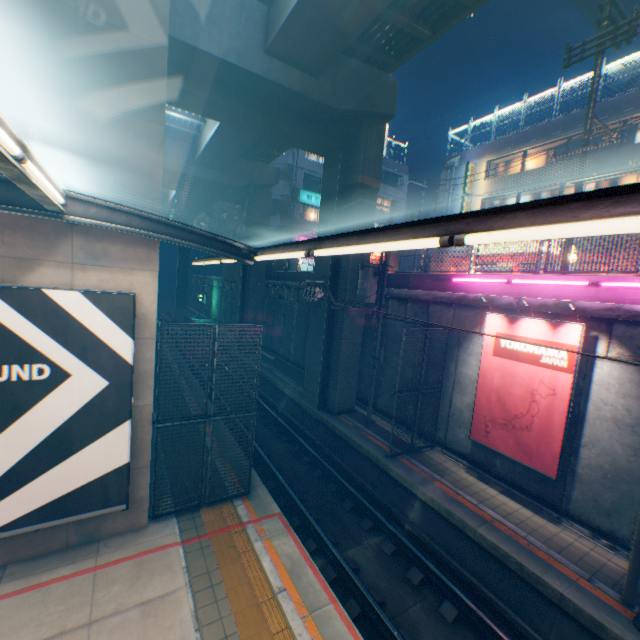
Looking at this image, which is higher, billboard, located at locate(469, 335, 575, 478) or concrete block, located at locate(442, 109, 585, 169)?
concrete block, located at locate(442, 109, 585, 169)

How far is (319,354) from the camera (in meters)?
15.82

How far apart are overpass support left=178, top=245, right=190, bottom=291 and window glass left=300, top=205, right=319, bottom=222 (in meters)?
33.53

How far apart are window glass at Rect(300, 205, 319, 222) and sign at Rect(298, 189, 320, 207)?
0.5 meters

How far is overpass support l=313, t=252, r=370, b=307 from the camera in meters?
14.9

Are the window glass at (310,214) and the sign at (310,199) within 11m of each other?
yes

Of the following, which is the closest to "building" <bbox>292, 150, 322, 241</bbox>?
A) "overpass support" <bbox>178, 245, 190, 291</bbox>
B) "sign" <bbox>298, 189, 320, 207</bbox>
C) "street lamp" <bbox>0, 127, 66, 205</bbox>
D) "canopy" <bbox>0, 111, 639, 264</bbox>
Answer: "sign" <bbox>298, 189, 320, 207</bbox>

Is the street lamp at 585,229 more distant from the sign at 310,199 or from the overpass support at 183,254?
the overpass support at 183,254
